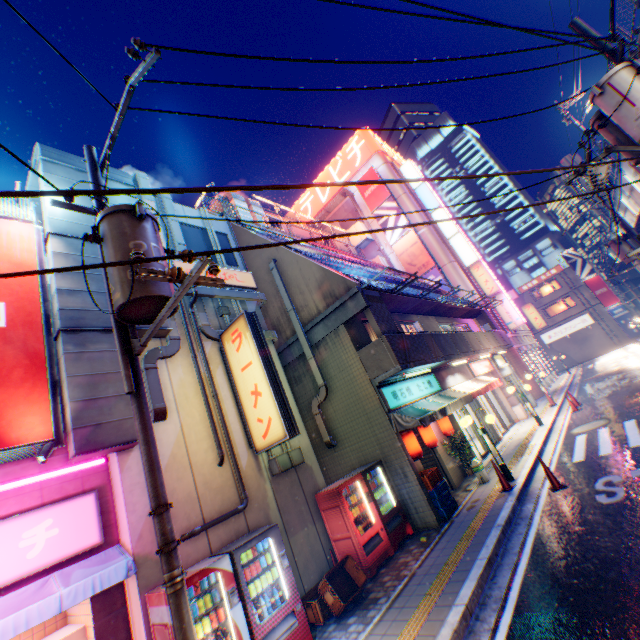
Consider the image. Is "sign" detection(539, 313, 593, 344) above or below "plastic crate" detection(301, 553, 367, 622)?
above

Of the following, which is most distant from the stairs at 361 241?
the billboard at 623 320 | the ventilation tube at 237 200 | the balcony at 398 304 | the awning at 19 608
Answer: the billboard at 623 320

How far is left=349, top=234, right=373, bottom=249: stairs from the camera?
33.00m

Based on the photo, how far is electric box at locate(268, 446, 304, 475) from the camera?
8.1 meters

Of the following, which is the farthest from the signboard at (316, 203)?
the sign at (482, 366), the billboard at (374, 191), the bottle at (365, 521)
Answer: the bottle at (365, 521)

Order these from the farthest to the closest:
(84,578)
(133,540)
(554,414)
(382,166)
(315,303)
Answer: (382,166), (554,414), (315,303), (133,540), (84,578)

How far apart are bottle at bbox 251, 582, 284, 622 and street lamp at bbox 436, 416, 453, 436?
8.25m

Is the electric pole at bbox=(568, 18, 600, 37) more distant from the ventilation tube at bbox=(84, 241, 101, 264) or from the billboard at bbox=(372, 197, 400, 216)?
the billboard at bbox=(372, 197, 400, 216)
